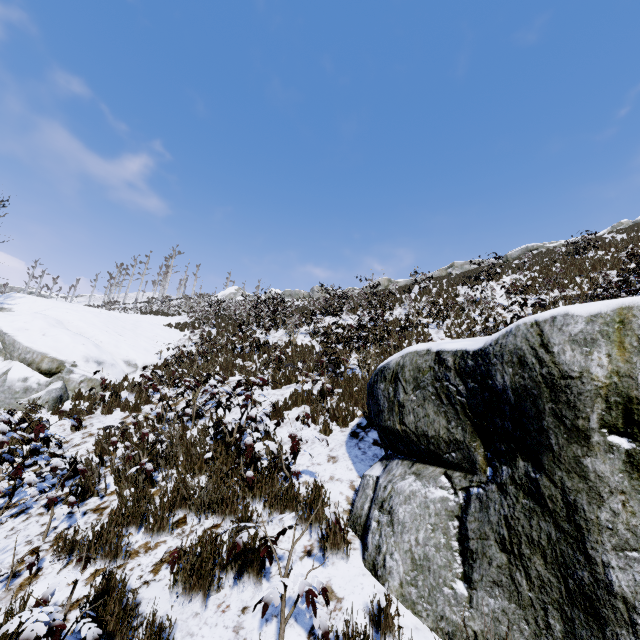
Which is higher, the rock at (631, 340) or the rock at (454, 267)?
the rock at (454, 267)

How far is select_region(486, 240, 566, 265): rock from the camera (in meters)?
27.07

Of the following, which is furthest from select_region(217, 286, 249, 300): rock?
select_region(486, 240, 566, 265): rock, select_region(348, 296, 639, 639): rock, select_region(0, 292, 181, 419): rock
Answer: select_region(348, 296, 639, 639): rock

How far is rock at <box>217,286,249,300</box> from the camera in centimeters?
4204cm

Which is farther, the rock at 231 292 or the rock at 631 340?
the rock at 231 292

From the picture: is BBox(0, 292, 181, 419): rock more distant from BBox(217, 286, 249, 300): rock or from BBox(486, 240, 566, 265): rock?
BBox(217, 286, 249, 300): rock

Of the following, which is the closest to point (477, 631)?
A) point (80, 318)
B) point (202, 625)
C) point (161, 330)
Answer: point (202, 625)

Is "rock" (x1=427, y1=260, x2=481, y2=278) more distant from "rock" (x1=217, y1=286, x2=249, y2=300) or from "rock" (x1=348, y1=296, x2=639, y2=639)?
"rock" (x1=348, y1=296, x2=639, y2=639)
